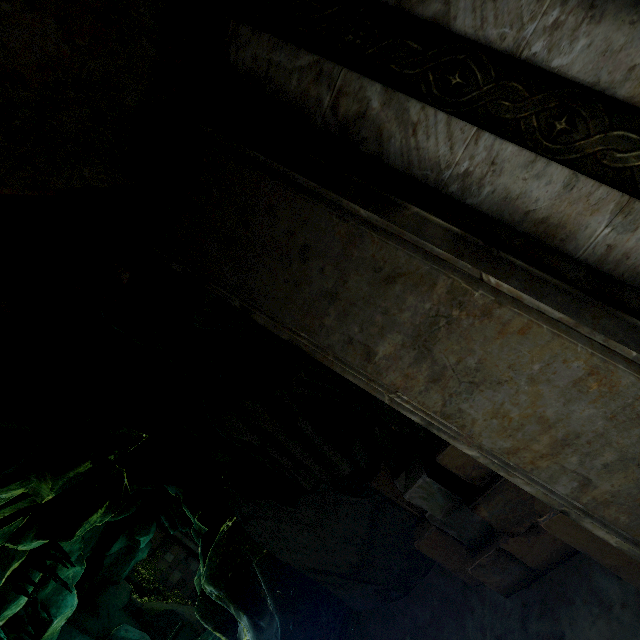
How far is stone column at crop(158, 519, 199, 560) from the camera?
29.69m

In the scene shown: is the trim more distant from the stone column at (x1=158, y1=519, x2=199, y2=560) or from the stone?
the stone column at (x1=158, y1=519, x2=199, y2=560)

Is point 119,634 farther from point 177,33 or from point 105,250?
point 177,33

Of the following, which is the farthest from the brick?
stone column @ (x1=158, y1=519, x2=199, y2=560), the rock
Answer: stone column @ (x1=158, y1=519, x2=199, y2=560)

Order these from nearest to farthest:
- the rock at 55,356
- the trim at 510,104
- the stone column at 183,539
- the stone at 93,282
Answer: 1. the trim at 510,104
2. the stone at 93,282
3. the rock at 55,356
4. the stone column at 183,539

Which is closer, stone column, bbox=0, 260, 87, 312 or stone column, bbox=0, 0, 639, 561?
stone column, bbox=0, 0, 639, 561

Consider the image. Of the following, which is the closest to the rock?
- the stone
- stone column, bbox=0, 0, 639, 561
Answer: stone column, bbox=0, 0, 639, 561

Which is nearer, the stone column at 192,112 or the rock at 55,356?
the stone column at 192,112
